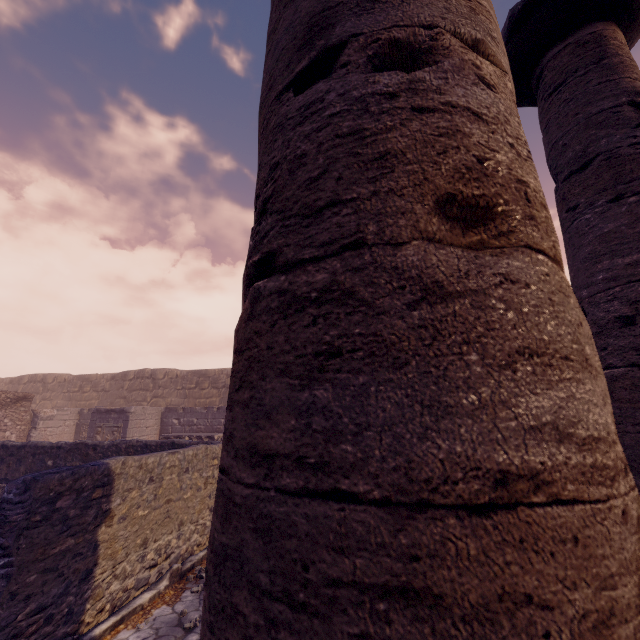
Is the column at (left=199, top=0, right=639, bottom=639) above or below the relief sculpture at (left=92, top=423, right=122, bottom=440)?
above

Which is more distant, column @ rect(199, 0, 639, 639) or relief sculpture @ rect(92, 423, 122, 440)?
relief sculpture @ rect(92, 423, 122, 440)

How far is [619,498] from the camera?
0.5m

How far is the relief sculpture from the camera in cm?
1274

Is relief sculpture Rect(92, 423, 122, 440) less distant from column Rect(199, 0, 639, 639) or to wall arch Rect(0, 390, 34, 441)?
wall arch Rect(0, 390, 34, 441)

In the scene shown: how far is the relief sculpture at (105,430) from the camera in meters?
12.7 m

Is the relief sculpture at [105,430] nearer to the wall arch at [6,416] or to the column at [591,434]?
the wall arch at [6,416]

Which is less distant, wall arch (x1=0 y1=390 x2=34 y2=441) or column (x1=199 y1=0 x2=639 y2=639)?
column (x1=199 y1=0 x2=639 y2=639)
